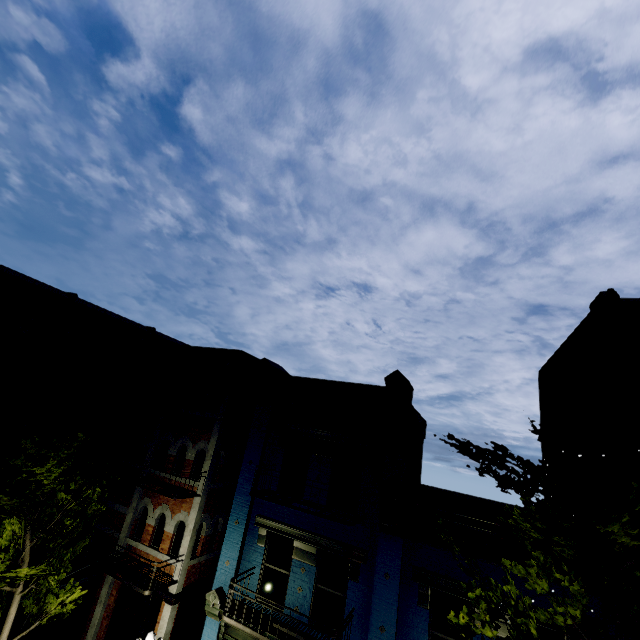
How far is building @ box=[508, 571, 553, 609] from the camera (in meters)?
7.46

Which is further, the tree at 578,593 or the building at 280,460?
the building at 280,460

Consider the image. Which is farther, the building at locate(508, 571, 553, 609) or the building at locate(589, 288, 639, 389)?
the building at locate(589, 288, 639, 389)

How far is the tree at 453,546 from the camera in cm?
656

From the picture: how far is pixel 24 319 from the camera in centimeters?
1520cm

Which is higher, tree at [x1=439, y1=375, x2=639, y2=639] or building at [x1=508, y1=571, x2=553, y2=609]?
tree at [x1=439, y1=375, x2=639, y2=639]
